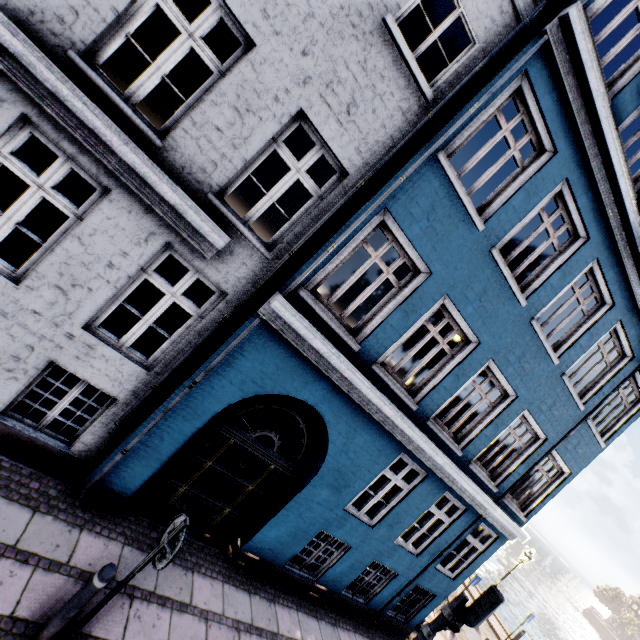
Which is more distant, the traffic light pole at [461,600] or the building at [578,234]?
the traffic light pole at [461,600]

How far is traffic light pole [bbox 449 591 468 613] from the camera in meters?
5.7

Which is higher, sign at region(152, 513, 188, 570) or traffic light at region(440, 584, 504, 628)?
traffic light at region(440, 584, 504, 628)

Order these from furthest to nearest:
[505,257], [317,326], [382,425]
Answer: [505,257], [382,425], [317,326]

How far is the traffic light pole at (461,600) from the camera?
5.7 meters

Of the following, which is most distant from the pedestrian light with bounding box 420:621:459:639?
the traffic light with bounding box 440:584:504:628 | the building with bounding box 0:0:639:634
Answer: the building with bounding box 0:0:639:634

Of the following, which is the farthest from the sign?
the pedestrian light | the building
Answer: the pedestrian light

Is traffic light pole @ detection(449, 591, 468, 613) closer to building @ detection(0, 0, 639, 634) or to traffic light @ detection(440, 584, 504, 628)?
traffic light @ detection(440, 584, 504, 628)
